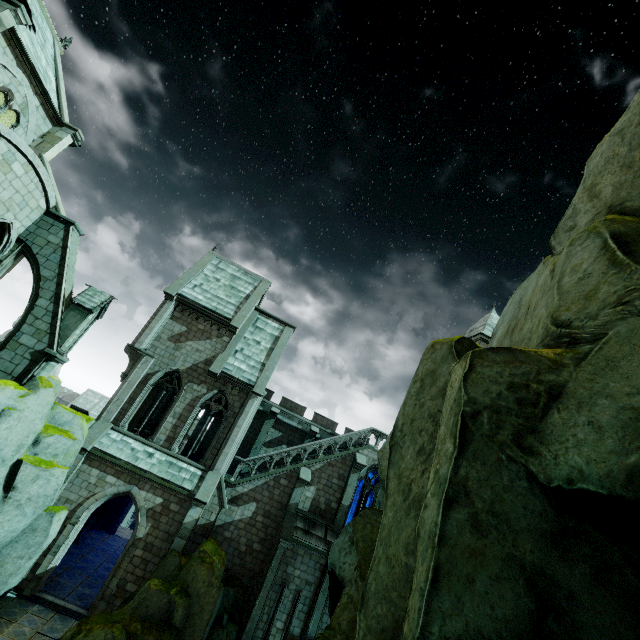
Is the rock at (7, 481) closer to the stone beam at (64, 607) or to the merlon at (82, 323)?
the stone beam at (64, 607)

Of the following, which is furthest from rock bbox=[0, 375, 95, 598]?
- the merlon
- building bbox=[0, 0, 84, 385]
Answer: the merlon

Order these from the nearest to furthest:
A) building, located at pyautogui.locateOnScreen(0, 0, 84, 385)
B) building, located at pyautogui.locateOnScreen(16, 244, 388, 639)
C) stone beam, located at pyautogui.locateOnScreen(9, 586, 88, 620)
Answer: building, located at pyautogui.locateOnScreen(0, 0, 84, 385), stone beam, located at pyautogui.locateOnScreen(9, 586, 88, 620), building, located at pyautogui.locateOnScreen(16, 244, 388, 639)

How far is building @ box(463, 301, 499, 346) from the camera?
28.83m

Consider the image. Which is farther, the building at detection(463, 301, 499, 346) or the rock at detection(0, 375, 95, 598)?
the building at detection(463, 301, 499, 346)

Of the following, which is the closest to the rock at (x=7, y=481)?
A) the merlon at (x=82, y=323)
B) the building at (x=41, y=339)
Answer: the building at (x=41, y=339)

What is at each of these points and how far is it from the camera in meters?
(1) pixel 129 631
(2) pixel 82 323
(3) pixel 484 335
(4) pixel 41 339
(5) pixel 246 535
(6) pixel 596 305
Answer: (1) rock, 12.0 m
(2) merlon, 15.2 m
(3) building, 28.8 m
(4) building, 14.2 m
(5) building, 18.7 m
(6) rock, 3.4 m
